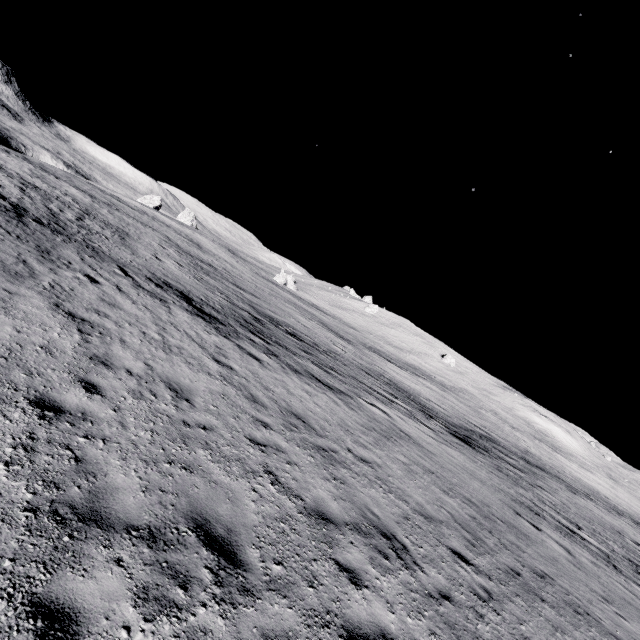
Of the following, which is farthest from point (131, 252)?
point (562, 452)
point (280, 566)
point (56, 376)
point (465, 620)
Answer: point (562, 452)
